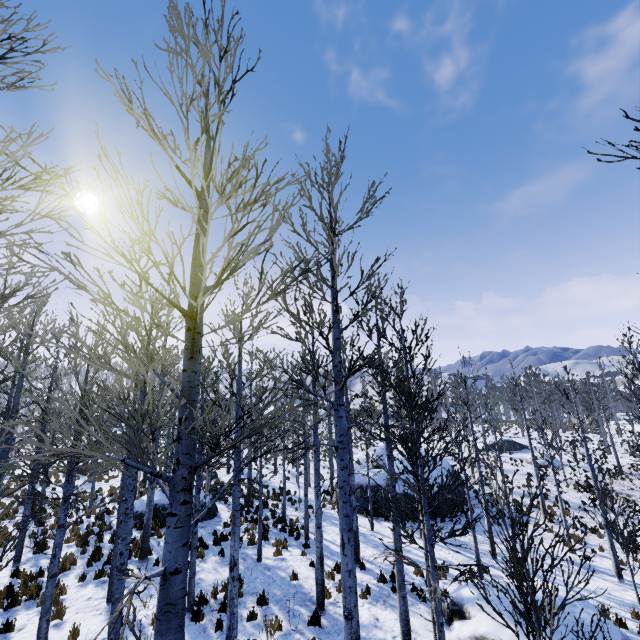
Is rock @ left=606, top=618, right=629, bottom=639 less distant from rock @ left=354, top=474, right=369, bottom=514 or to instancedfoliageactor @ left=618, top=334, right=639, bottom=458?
instancedfoliageactor @ left=618, top=334, right=639, bottom=458

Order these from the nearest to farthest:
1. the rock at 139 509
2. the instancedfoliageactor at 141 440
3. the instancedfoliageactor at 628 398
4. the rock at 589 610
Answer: the instancedfoliageactor at 141 440
the rock at 589 610
the instancedfoliageactor at 628 398
the rock at 139 509

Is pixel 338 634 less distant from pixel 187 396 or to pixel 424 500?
pixel 424 500

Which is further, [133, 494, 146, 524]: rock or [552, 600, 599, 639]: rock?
[133, 494, 146, 524]: rock

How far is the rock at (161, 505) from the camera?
15.7 meters

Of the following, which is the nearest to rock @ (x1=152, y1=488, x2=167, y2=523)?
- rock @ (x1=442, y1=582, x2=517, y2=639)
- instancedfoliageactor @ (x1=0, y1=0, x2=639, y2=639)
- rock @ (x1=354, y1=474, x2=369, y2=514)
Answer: instancedfoliageactor @ (x1=0, y1=0, x2=639, y2=639)

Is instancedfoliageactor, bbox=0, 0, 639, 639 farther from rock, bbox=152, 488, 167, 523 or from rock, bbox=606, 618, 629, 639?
rock, bbox=152, 488, 167, 523

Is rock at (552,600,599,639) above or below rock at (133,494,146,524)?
below
